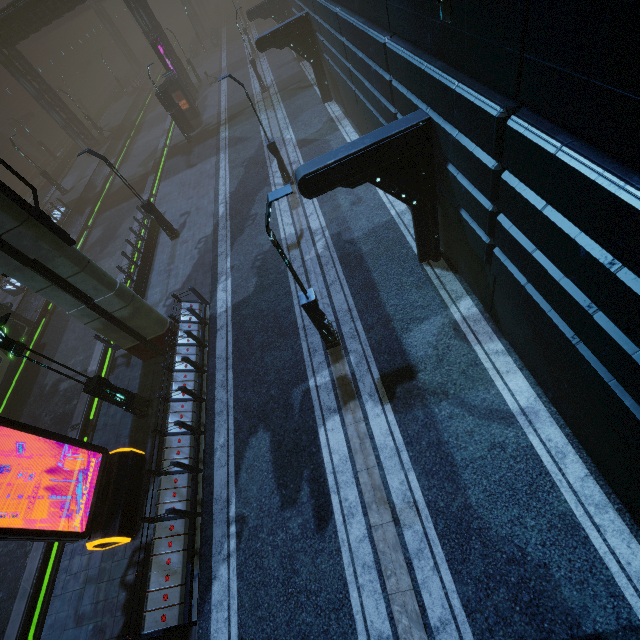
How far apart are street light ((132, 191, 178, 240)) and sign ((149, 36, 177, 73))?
21.62m

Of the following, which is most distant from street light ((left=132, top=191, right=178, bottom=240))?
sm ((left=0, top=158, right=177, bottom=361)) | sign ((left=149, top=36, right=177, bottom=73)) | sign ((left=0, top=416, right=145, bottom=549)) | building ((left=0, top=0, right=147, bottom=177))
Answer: sign ((left=149, top=36, right=177, bottom=73))

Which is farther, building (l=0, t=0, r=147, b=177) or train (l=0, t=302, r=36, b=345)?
building (l=0, t=0, r=147, b=177)

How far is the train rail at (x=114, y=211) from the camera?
22.58m

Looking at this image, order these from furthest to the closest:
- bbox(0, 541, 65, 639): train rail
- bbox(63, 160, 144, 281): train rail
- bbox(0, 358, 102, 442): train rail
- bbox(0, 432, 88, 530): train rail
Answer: bbox(63, 160, 144, 281): train rail
bbox(0, 358, 102, 442): train rail
bbox(0, 432, 88, 530): train rail
bbox(0, 541, 65, 639): train rail

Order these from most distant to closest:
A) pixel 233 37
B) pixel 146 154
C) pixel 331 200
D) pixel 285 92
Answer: pixel 233 37
pixel 146 154
pixel 285 92
pixel 331 200

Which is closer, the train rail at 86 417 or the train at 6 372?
the train rail at 86 417

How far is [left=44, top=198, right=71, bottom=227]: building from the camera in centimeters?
2727cm
